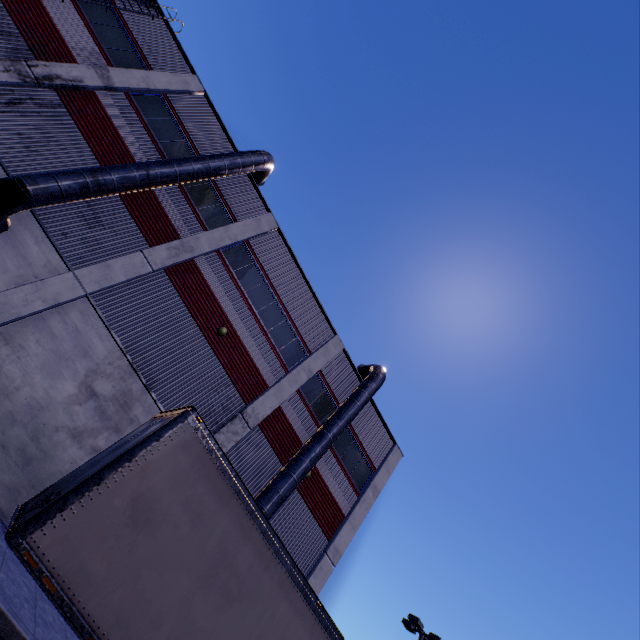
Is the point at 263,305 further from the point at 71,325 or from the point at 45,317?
the point at 45,317

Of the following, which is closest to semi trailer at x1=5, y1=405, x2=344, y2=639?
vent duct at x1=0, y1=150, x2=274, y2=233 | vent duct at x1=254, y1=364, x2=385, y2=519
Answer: vent duct at x1=254, y1=364, x2=385, y2=519

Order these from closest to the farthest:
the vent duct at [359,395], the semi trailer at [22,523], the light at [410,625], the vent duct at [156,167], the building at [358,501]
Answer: the semi trailer at [22,523] < the vent duct at [156,167] < the vent duct at [359,395] < the building at [358,501] < the light at [410,625]

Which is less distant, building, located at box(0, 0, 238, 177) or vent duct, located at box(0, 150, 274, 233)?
vent duct, located at box(0, 150, 274, 233)

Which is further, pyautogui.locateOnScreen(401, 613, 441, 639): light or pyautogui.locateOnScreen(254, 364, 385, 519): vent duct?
pyautogui.locateOnScreen(401, 613, 441, 639): light

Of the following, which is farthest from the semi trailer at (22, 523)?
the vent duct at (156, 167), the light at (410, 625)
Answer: the light at (410, 625)

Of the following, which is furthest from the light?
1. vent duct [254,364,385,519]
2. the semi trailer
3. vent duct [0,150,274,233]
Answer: vent duct [0,150,274,233]

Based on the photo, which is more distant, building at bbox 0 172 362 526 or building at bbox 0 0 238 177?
building at bbox 0 0 238 177
